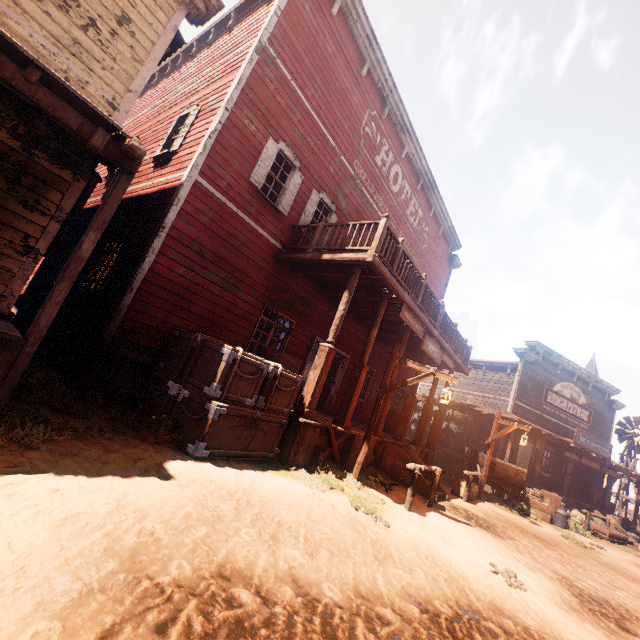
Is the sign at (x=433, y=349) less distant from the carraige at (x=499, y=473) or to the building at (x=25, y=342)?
the building at (x=25, y=342)

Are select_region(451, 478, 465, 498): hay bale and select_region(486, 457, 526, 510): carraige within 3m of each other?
yes

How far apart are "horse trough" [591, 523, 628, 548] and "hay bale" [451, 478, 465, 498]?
7.2 meters

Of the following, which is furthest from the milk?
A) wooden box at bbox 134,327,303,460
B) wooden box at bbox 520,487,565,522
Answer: wooden box at bbox 134,327,303,460

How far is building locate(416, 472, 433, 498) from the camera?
8.7 meters

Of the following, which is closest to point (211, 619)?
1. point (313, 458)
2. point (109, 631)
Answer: point (109, 631)

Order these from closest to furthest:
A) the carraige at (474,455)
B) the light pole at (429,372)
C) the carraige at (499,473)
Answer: the light pole at (429,372) < the carraige at (499,473) < the carraige at (474,455)

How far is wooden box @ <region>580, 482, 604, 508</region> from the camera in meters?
19.3
